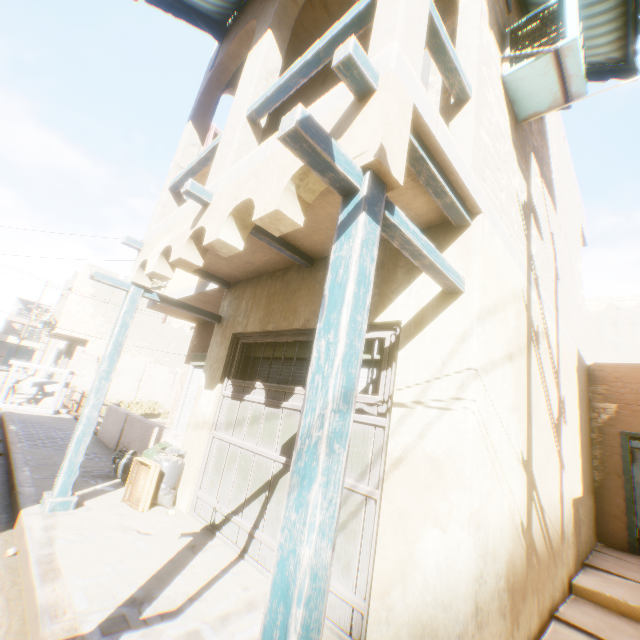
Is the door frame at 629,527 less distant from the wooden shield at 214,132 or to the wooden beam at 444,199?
the wooden beam at 444,199

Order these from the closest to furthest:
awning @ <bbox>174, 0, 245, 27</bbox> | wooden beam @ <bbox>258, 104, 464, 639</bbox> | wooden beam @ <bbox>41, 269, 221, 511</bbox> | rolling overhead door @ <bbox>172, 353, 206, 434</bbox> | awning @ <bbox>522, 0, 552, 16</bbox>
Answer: wooden beam @ <bbox>258, 104, 464, 639</bbox> < wooden beam @ <bbox>41, 269, 221, 511</bbox> < awning @ <bbox>522, 0, 552, 16</bbox> < awning @ <bbox>174, 0, 245, 27</bbox> < rolling overhead door @ <bbox>172, 353, 206, 434</bbox>

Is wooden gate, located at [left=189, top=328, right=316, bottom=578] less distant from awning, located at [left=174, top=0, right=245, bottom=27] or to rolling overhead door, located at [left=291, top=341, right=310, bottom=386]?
rolling overhead door, located at [left=291, top=341, right=310, bottom=386]

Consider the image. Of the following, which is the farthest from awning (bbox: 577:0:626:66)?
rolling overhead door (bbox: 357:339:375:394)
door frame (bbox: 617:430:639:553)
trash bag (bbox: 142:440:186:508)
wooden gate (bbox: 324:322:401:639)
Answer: door frame (bbox: 617:430:639:553)

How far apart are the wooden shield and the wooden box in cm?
976

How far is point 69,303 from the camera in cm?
2072

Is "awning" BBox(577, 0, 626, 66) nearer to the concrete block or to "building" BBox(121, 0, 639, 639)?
"building" BBox(121, 0, 639, 639)

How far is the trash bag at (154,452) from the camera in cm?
489
